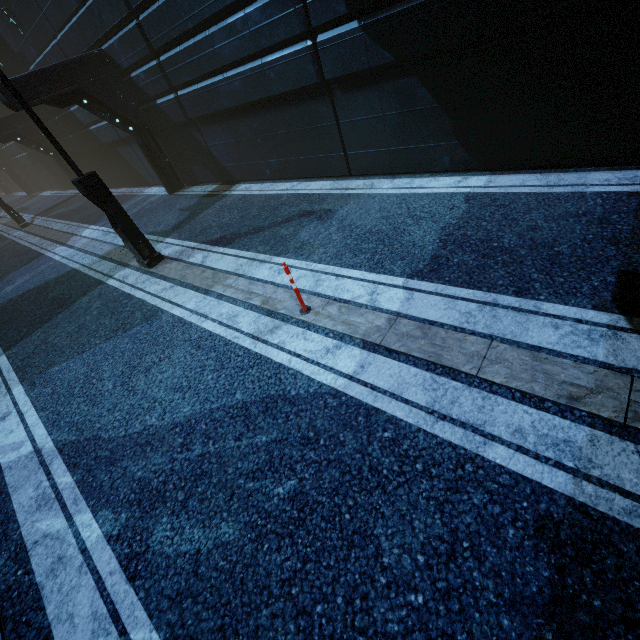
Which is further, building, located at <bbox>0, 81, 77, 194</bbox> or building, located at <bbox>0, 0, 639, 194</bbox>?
building, located at <bbox>0, 81, 77, 194</bbox>

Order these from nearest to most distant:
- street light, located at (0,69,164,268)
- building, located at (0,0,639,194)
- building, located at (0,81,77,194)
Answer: building, located at (0,0,639,194)
street light, located at (0,69,164,268)
building, located at (0,81,77,194)

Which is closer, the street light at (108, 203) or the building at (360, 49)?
the building at (360, 49)

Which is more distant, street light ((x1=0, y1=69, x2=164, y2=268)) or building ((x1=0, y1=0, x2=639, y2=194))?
street light ((x1=0, y1=69, x2=164, y2=268))

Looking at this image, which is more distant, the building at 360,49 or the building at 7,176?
the building at 7,176

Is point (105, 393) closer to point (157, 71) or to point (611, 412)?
point (611, 412)
